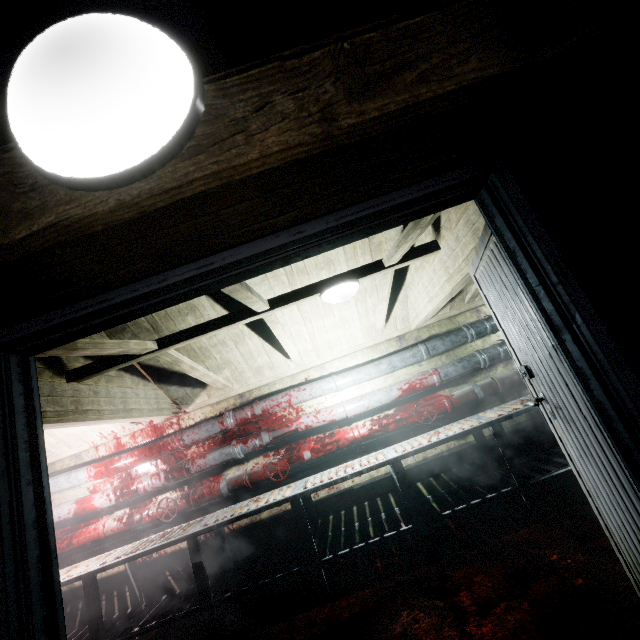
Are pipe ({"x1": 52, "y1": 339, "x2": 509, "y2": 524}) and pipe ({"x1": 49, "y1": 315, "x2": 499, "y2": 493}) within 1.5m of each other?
yes

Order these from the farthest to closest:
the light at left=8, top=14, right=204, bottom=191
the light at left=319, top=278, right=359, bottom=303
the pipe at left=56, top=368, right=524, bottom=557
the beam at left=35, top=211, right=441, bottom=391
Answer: the pipe at left=56, top=368, right=524, bottom=557, the light at left=319, top=278, right=359, bottom=303, the beam at left=35, top=211, right=441, bottom=391, the light at left=8, top=14, right=204, bottom=191

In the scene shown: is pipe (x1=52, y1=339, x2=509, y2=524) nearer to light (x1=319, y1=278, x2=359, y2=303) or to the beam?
the beam

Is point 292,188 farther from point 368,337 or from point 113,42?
point 368,337

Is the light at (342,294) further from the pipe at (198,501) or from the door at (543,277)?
the pipe at (198,501)

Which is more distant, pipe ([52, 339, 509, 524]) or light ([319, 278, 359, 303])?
pipe ([52, 339, 509, 524])

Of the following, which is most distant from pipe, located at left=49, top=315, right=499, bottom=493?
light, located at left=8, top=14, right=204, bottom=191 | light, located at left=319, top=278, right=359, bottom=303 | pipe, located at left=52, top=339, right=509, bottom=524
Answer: light, located at left=8, top=14, right=204, bottom=191

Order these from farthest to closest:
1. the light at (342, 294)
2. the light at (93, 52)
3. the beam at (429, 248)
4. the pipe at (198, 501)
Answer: the pipe at (198, 501) < the light at (342, 294) < the beam at (429, 248) < the light at (93, 52)
